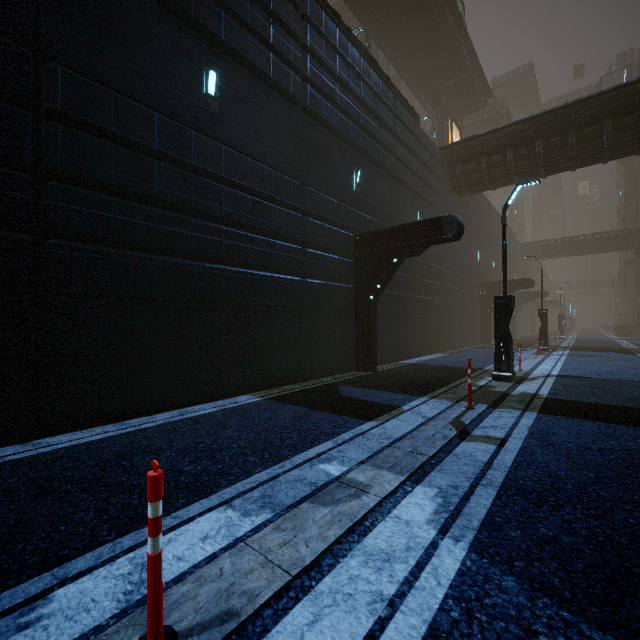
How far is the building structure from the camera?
28.2 meters

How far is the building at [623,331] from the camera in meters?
35.6 m

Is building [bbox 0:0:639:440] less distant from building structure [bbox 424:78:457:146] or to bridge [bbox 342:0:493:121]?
bridge [bbox 342:0:493:121]

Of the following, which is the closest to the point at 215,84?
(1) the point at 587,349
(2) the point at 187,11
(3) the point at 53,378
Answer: (2) the point at 187,11

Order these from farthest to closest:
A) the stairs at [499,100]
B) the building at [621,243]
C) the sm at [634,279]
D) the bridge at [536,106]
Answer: the sm at [634,279] < the bridge at [536,106] < the building at [621,243] < the stairs at [499,100]

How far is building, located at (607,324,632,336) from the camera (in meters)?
35.59

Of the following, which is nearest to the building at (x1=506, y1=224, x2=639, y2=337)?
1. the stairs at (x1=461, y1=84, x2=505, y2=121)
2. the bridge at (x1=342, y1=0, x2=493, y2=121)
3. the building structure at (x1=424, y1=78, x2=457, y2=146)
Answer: the stairs at (x1=461, y1=84, x2=505, y2=121)

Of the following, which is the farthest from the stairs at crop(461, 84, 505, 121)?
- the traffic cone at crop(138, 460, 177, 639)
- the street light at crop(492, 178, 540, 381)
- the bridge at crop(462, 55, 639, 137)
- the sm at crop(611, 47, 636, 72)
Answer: the traffic cone at crop(138, 460, 177, 639)
